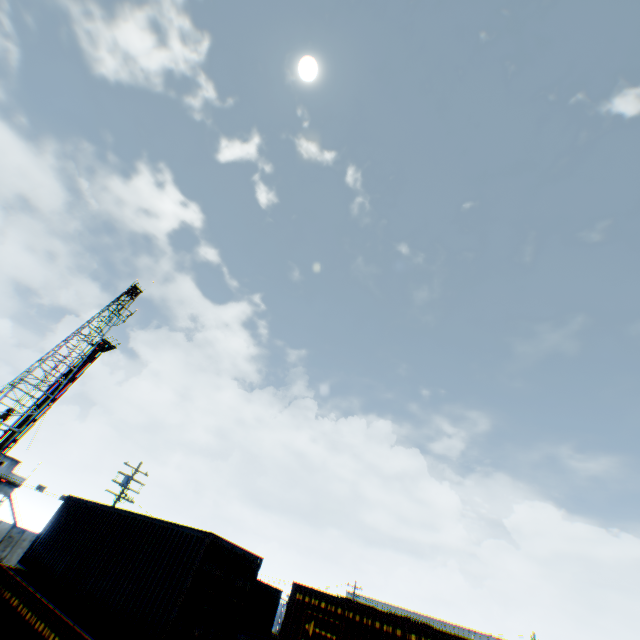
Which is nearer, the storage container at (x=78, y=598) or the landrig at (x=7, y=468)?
the storage container at (x=78, y=598)

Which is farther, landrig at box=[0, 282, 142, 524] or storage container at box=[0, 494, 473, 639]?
landrig at box=[0, 282, 142, 524]

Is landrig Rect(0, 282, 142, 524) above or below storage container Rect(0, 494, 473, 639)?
above

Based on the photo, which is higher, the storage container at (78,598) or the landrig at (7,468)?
the landrig at (7,468)

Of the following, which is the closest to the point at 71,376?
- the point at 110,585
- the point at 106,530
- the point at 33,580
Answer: the point at 33,580
